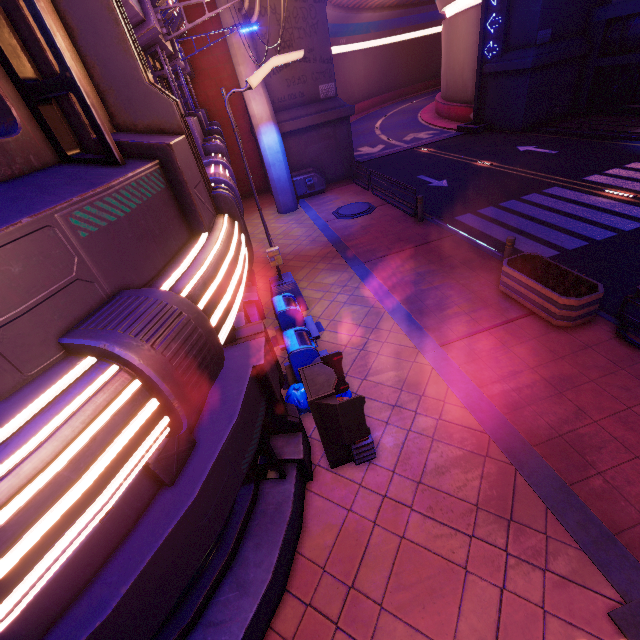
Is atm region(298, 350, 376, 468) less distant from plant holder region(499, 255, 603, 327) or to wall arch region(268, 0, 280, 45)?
plant holder region(499, 255, 603, 327)

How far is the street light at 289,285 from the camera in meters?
6.7

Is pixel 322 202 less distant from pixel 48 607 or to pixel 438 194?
pixel 438 194

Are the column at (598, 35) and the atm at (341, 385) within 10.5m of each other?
no

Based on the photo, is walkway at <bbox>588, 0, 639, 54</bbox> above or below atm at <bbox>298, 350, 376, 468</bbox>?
above

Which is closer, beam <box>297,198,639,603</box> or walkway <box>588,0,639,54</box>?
beam <box>297,198,639,603</box>

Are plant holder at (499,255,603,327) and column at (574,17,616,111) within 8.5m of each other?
no

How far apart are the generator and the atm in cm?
1576
